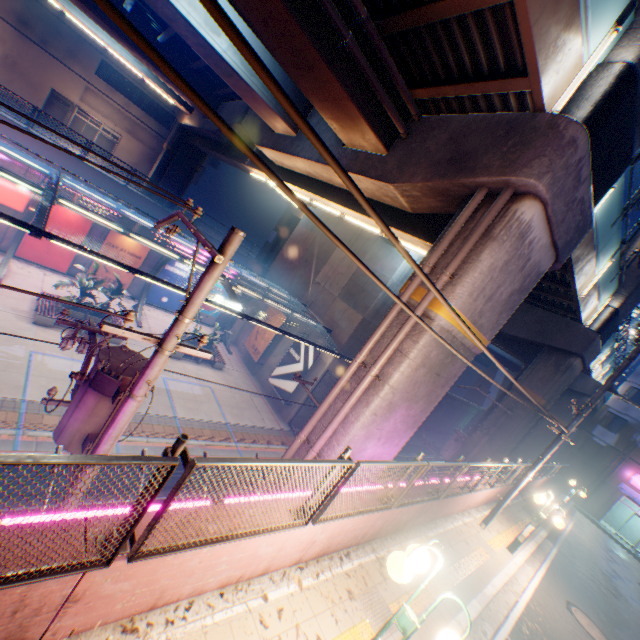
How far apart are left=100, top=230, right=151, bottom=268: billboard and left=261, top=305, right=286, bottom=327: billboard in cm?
931

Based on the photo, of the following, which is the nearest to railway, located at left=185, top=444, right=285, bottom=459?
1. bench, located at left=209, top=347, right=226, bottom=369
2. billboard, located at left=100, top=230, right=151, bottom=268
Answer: bench, located at left=209, top=347, right=226, bottom=369

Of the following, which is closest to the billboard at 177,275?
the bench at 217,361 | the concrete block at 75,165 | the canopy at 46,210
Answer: the canopy at 46,210

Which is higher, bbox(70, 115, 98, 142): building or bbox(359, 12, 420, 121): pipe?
bbox(359, 12, 420, 121): pipe

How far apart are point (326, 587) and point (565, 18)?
10.5 meters

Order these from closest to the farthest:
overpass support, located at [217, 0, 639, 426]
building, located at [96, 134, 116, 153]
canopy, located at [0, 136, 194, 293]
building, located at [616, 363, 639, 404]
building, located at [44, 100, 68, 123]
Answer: overpass support, located at [217, 0, 639, 426] < canopy, located at [0, 136, 194, 293] < building, located at [616, 363, 639, 404] < building, located at [44, 100, 68, 123] < building, located at [96, 134, 116, 153]

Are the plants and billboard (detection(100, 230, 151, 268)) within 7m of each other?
yes

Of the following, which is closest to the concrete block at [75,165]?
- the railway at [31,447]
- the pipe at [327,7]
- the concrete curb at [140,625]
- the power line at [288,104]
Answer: the railway at [31,447]
